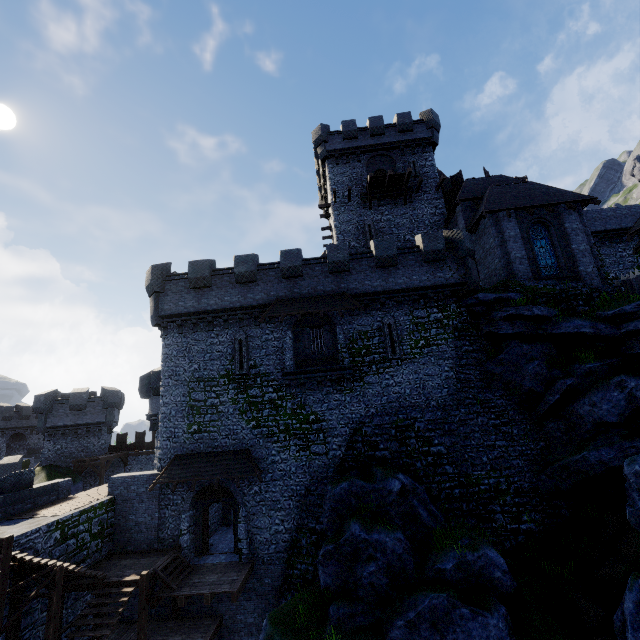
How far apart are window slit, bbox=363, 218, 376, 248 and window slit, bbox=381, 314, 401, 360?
8.9 meters

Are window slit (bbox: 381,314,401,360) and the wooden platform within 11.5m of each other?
no

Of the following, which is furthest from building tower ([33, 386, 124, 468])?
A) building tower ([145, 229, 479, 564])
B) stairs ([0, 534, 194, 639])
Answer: stairs ([0, 534, 194, 639])

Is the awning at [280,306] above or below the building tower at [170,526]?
above

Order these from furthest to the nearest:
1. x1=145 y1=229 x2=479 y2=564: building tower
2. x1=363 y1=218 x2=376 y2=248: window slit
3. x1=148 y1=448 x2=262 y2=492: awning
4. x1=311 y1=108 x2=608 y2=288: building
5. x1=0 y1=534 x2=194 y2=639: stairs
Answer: x1=363 y1=218 x2=376 y2=248: window slit → x1=311 y1=108 x2=608 y2=288: building → x1=145 y1=229 x2=479 y2=564: building tower → x1=148 y1=448 x2=262 y2=492: awning → x1=0 y1=534 x2=194 y2=639: stairs

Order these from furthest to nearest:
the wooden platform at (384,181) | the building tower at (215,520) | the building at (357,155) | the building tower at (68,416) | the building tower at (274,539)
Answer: the building tower at (68,416) < the wooden platform at (384,181) < the building tower at (215,520) < the building at (357,155) < the building tower at (274,539)

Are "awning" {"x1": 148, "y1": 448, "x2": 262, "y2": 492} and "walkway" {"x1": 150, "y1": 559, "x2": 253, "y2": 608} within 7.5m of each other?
yes

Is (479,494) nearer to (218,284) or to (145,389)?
(218,284)
